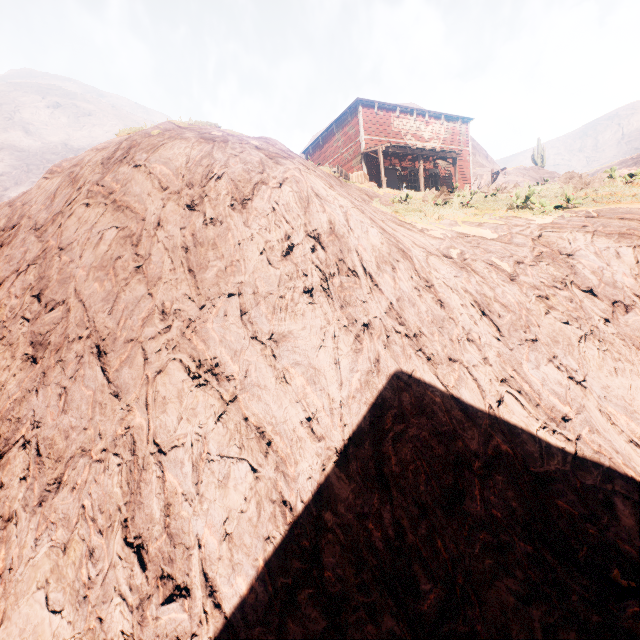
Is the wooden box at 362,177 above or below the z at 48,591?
above

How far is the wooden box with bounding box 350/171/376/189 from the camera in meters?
14.0 m

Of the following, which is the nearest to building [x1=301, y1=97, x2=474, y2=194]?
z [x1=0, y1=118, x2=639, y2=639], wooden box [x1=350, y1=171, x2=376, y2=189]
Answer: z [x1=0, y1=118, x2=639, y2=639]

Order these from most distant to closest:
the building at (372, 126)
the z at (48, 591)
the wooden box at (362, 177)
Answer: the building at (372, 126) < the wooden box at (362, 177) < the z at (48, 591)

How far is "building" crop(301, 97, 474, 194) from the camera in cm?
1997

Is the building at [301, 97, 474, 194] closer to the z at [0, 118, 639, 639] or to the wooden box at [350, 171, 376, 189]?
the z at [0, 118, 639, 639]

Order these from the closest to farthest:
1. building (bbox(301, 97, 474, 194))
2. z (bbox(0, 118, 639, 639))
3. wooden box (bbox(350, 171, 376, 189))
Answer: z (bbox(0, 118, 639, 639))
wooden box (bbox(350, 171, 376, 189))
building (bbox(301, 97, 474, 194))

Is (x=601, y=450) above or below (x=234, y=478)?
below
